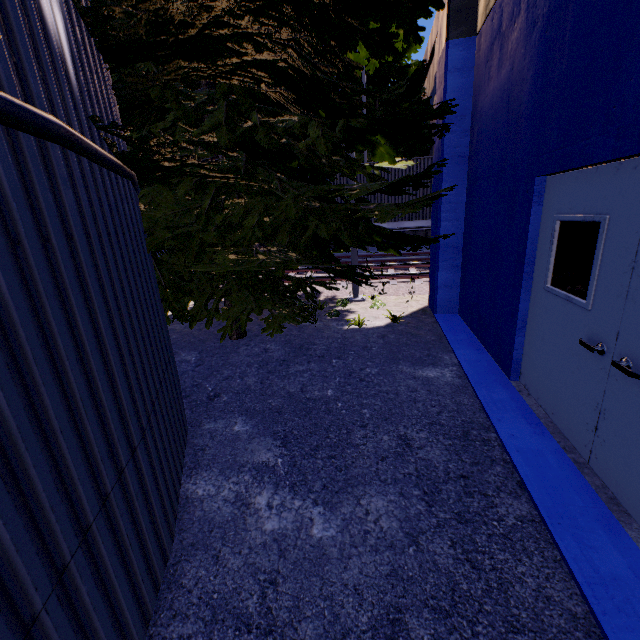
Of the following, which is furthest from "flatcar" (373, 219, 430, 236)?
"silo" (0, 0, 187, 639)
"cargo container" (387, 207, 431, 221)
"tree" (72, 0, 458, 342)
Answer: "silo" (0, 0, 187, 639)

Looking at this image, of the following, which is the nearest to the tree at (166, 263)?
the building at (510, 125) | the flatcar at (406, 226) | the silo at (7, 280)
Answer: the silo at (7, 280)

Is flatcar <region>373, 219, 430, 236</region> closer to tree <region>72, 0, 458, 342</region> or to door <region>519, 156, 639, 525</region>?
tree <region>72, 0, 458, 342</region>

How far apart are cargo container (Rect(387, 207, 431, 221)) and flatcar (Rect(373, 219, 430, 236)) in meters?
0.0

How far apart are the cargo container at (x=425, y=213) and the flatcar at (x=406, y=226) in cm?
1

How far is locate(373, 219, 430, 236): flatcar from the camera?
13.20m

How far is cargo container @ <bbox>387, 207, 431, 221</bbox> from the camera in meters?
13.2 m

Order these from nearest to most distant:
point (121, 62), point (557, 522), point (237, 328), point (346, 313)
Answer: point (557, 522)
point (121, 62)
point (237, 328)
point (346, 313)
